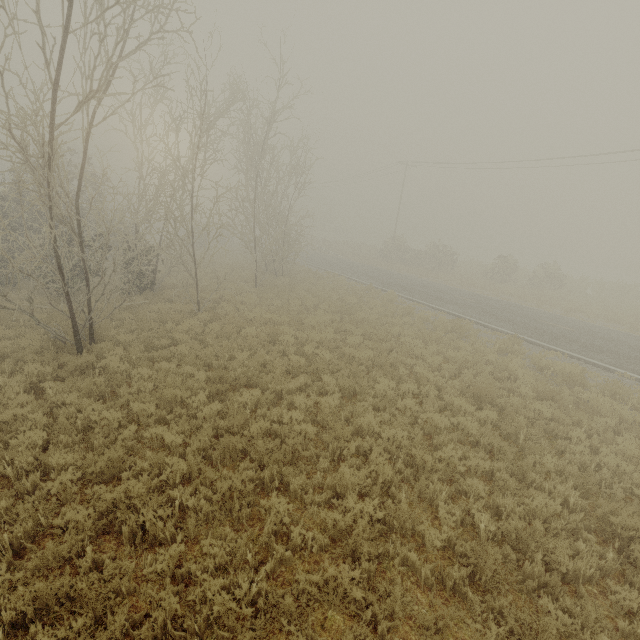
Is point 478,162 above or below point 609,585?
above
